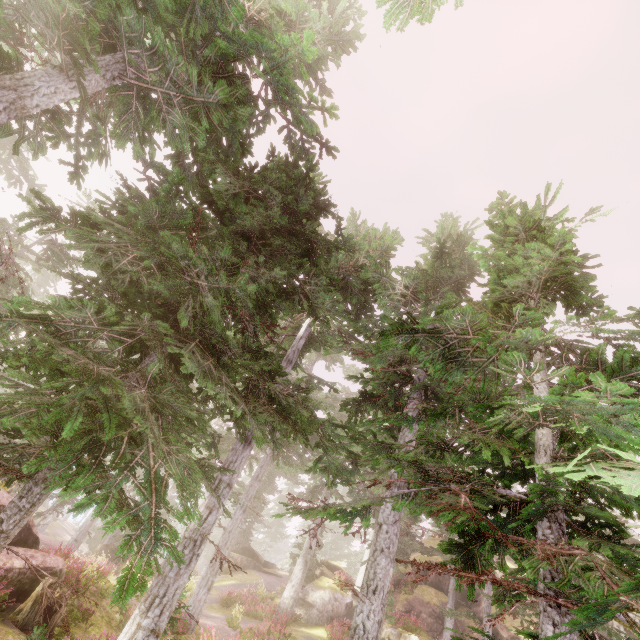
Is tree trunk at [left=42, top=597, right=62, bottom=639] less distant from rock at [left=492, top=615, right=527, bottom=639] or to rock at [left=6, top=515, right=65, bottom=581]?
rock at [left=6, top=515, right=65, bottom=581]

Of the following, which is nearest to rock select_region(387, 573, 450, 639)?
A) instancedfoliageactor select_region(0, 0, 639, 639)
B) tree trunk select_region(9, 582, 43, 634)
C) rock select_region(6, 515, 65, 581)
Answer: instancedfoliageactor select_region(0, 0, 639, 639)

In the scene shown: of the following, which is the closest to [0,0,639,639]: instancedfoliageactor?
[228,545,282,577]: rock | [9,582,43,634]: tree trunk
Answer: [228,545,282,577]: rock

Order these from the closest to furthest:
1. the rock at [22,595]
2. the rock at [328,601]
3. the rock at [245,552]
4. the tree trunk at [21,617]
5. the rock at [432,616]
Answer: the tree trunk at [21,617] → the rock at [22,595] → the rock at [328,601] → the rock at [432,616] → the rock at [245,552]

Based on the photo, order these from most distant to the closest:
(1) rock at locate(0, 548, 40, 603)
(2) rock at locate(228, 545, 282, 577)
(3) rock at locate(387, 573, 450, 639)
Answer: (2) rock at locate(228, 545, 282, 577)
(3) rock at locate(387, 573, 450, 639)
(1) rock at locate(0, 548, 40, 603)

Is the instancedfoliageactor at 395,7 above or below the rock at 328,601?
above

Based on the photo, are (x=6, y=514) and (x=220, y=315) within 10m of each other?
yes
